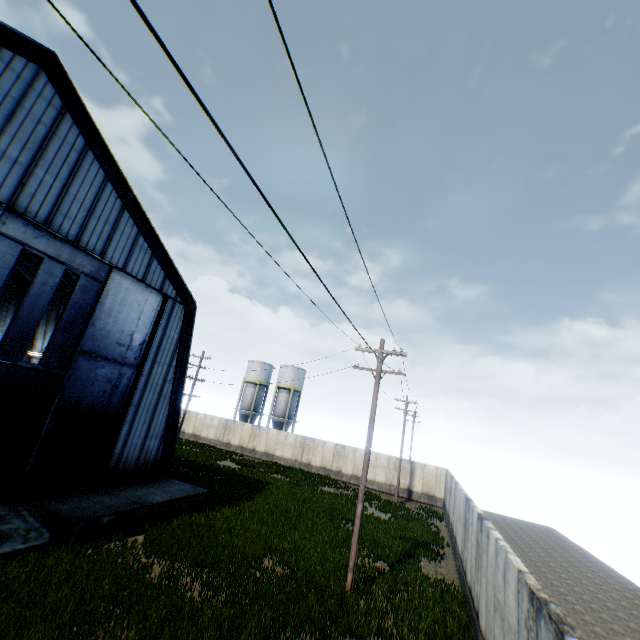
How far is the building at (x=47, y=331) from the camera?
24.3 meters

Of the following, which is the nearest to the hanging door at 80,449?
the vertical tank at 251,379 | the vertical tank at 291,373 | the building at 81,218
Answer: the building at 81,218

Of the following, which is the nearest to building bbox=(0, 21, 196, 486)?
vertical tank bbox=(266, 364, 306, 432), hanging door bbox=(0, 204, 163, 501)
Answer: hanging door bbox=(0, 204, 163, 501)

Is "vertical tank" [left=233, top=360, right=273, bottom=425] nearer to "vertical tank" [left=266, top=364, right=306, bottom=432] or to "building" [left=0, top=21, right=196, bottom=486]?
"vertical tank" [left=266, top=364, right=306, bottom=432]

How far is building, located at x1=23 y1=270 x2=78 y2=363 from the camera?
24.3 meters

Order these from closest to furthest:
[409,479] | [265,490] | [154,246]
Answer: [154,246] → [265,490] → [409,479]

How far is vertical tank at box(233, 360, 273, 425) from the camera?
48.19m

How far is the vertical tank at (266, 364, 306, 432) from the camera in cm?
4622
